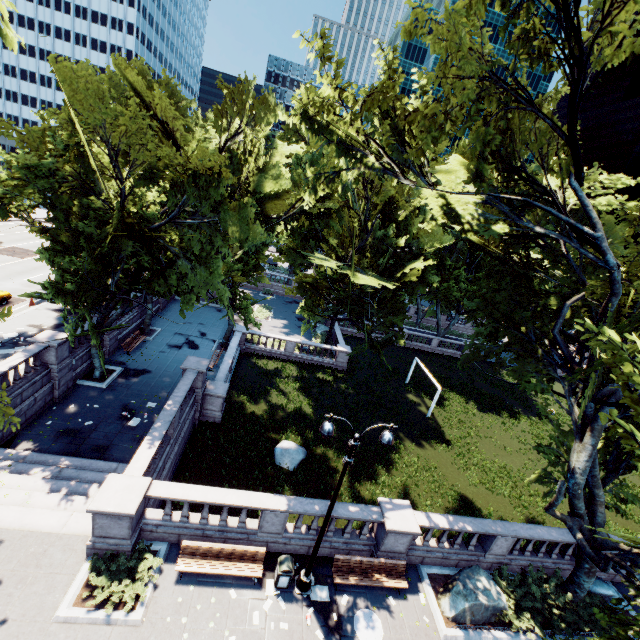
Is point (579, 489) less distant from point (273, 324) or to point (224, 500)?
point (224, 500)

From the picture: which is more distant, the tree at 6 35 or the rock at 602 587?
the rock at 602 587

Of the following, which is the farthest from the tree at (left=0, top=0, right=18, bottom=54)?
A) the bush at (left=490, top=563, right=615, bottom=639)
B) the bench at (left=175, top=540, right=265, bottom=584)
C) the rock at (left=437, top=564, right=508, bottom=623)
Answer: the bench at (left=175, top=540, right=265, bottom=584)

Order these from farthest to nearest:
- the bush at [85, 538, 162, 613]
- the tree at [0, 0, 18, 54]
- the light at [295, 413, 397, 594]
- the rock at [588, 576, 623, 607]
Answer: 1. the rock at [588, 576, 623, 607]
2. the bush at [85, 538, 162, 613]
3. the light at [295, 413, 397, 594]
4. the tree at [0, 0, 18, 54]

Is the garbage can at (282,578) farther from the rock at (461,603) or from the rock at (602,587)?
the rock at (602,587)

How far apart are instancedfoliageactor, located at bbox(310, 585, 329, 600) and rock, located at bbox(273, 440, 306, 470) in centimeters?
708cm

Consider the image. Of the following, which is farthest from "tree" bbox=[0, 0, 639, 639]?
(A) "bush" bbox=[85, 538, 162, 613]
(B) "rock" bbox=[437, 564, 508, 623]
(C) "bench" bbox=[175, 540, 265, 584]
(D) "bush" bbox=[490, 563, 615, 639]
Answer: (C) "bench" bbox=[175, 540, 265, 584]

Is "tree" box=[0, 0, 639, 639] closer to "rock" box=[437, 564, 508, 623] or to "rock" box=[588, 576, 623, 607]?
"rock" box=[588, 576, 623, 607]
